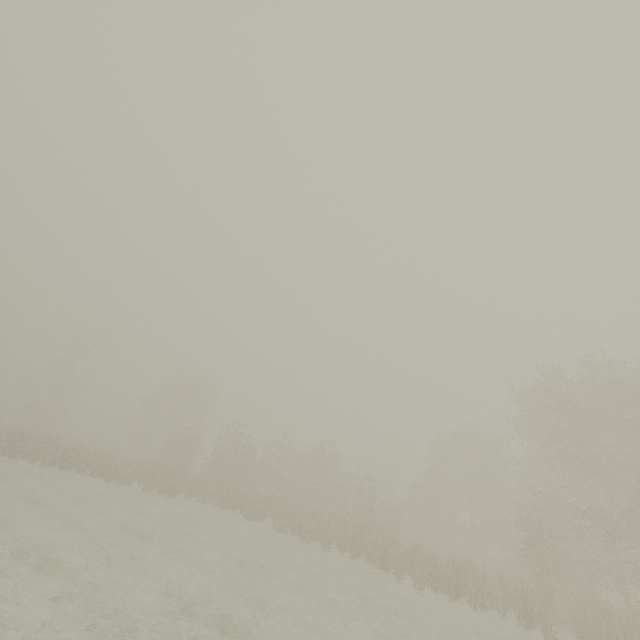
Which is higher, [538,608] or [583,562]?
[583,562]
